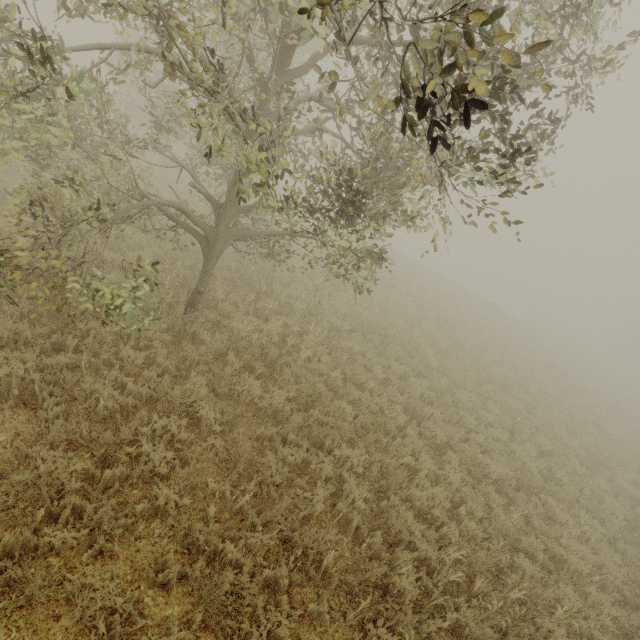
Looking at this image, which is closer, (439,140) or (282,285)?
(439,140)
